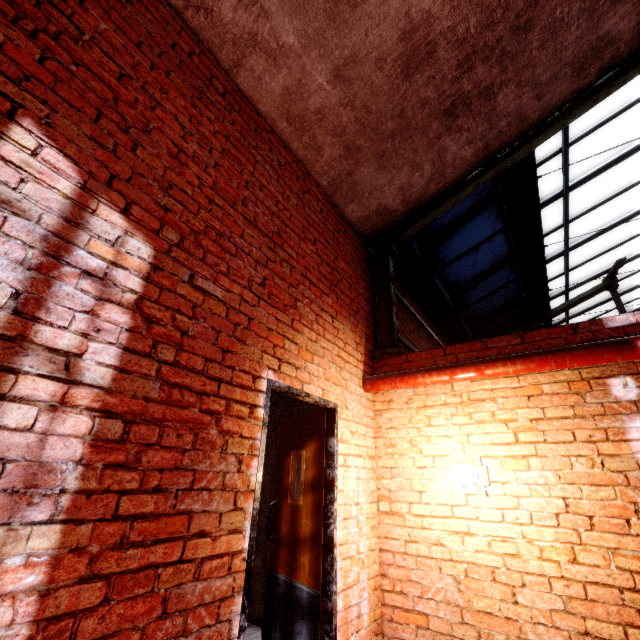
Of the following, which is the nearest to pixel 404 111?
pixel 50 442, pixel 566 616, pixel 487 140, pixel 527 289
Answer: pixel 487 140

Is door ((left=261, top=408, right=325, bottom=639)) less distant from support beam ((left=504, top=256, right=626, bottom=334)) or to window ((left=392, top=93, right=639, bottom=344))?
support beam ((left=504, top=256, right=626, bottom=334))

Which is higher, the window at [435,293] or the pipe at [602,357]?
the window at [435,293]

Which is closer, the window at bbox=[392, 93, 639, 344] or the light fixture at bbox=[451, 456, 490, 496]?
the light fixture at bbox=[451, 456, 490, 496]

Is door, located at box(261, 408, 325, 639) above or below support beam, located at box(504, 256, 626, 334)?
below

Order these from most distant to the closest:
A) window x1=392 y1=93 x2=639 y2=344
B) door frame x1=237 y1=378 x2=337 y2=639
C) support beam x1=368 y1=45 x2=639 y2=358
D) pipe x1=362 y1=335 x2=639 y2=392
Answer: window x1=392 y1=93 x2=639 y2=344, support beam x1=368 y1=45 x2=639 y2=358, pipe x1=362 y1=335 x2=639 y2=392, door frame x1=237 y1=378 x2=337 y2=639

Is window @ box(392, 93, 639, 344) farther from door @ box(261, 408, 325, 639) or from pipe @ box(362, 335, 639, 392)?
door @ box(261, 408, 325, 639)

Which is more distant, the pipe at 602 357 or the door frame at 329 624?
the pipe at 602 357
